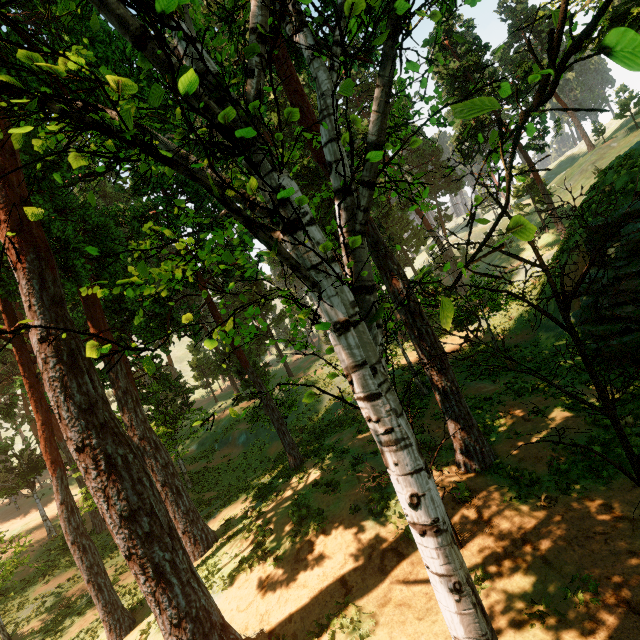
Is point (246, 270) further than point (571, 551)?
Yes

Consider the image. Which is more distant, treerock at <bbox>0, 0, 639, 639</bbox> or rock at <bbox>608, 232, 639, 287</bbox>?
rock at <bbox>608, 232, 639, 287</bbox>

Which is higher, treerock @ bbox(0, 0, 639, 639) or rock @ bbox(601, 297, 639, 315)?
treerock @ bbox(0, 0, 639, 639)

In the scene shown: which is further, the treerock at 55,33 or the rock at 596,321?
the rock at 596,321
